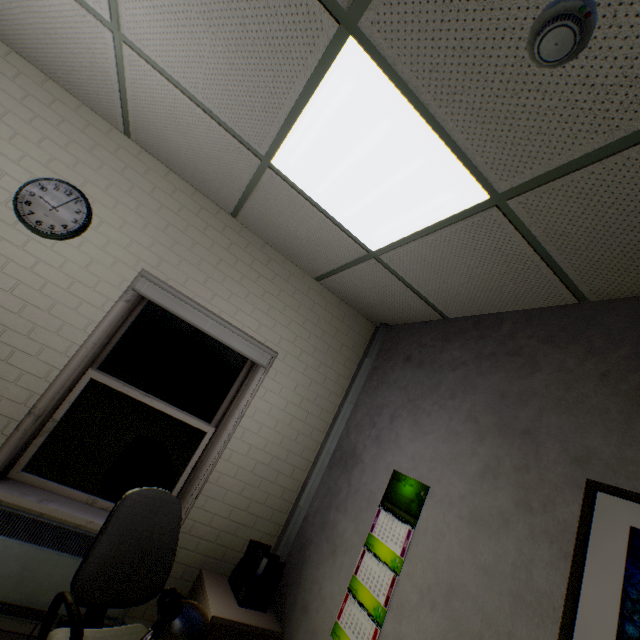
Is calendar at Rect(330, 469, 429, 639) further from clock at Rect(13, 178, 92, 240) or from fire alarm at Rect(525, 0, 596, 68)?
clock at Rect(13, 178, 92, 240)

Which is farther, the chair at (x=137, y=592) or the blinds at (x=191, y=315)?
the blinds at (x=191, y=315)

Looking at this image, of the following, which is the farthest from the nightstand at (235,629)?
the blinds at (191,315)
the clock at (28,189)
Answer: the clock at (28,189)

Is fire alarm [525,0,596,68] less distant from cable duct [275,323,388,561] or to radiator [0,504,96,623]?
cable duct [275,323,388,561]

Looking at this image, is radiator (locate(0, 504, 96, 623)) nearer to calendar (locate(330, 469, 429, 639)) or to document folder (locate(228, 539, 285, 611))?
document folder (locate(228, 539, 285, 611))

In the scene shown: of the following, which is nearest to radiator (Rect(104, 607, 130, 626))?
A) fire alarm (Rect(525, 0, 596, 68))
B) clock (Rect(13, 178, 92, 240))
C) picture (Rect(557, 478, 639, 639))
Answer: clock (Rect(13, 178, 92, 240))

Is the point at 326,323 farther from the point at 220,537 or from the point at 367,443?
the point at 220,537

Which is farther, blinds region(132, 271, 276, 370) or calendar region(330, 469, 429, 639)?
blinds region(132, 271, 276, 370)
